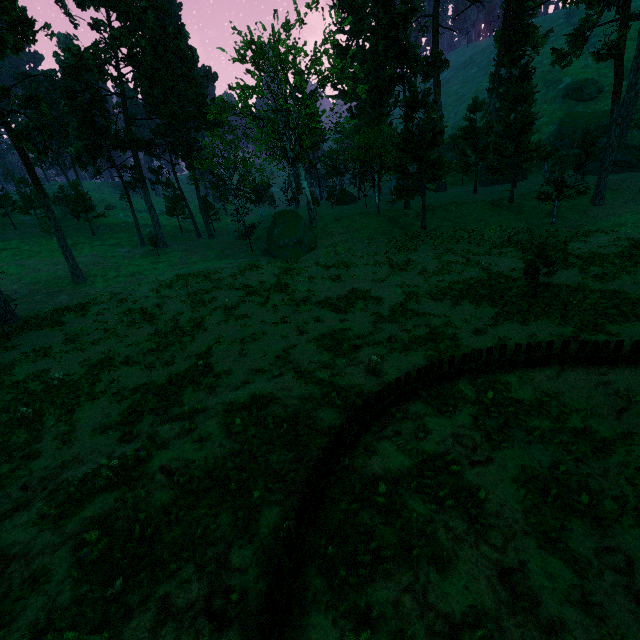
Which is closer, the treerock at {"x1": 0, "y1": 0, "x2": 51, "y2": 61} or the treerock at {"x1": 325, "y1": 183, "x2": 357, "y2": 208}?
the treerock at {"x1": 0, "y1": 0, "x2": 51, "y2": 61}

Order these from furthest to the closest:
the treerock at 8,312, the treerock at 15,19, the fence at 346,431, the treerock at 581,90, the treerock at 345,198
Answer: the treerock at 581,90
the treerock at 345,198
the treerock at 15,19
the treerock at 8,312
the fence at 346,431

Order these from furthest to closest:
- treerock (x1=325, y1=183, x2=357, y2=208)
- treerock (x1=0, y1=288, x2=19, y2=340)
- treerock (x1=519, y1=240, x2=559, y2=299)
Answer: treerock (x1=325, y1=183, x2=357, y2=208) < treerock (x1=0, y1=288, x2=19, y2=340) < treerock (x1=519, y1=240, x2=559, y2=299)

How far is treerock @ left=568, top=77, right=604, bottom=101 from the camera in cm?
5659

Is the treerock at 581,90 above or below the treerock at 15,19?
below

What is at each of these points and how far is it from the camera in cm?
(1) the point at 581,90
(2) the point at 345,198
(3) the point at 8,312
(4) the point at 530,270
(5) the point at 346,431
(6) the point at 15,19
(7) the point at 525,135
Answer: (1) treerock, 5747
(2) treerock, 5556
(3) treerock, 2789
(4) treerock, 1908
(5) fence, 975
(6) treerock, 2469
(7) treerock, 3300
